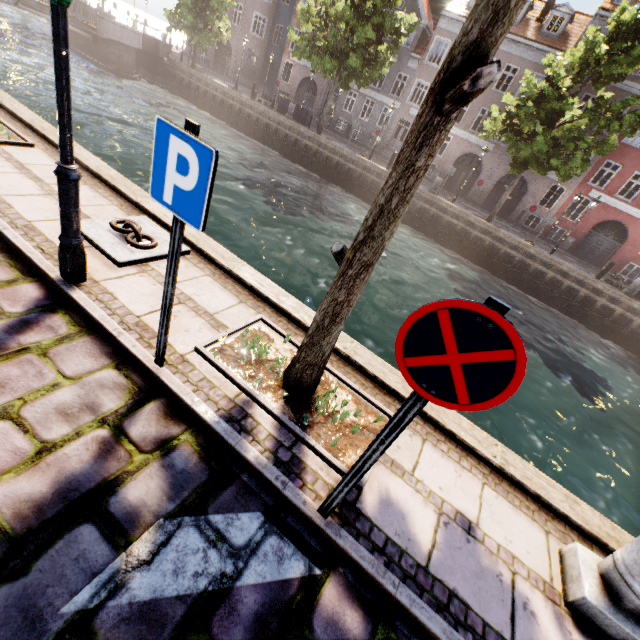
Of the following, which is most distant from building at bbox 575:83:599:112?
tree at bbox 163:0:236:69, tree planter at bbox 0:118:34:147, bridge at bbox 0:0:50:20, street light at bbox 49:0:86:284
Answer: street light at bbox 49:0:86:284

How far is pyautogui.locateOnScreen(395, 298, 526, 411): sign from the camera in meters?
1.3 m

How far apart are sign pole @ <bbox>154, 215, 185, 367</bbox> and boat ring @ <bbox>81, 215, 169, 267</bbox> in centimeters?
157cm

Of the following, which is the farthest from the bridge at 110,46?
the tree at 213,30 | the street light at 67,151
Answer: the street light at 67,151

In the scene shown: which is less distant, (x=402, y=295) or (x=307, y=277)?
(x=307, y=277)

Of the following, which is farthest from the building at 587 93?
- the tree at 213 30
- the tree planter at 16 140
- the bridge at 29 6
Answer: the tree planter at 16 140

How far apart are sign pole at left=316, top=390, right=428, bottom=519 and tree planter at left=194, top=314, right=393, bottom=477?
0.36m

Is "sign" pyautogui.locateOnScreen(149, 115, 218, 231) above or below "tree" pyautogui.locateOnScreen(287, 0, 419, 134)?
below
